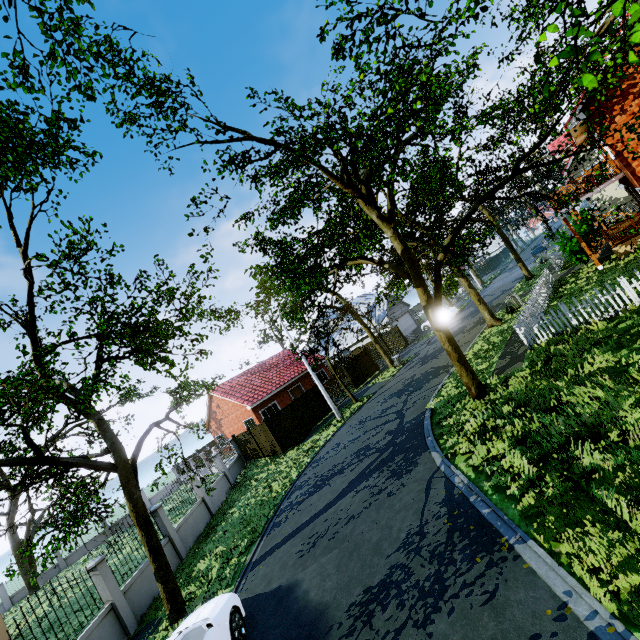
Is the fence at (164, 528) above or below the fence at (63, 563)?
below

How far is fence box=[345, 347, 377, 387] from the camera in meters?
28.2 m

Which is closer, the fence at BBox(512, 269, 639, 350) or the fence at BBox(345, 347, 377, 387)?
the fence at BBox(512, 269, 639, 350)

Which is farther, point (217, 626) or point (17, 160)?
point (17, 160)

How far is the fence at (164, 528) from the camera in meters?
13.9

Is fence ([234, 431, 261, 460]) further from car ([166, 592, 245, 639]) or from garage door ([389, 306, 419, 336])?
garage door ([389, 306, 419, 336])

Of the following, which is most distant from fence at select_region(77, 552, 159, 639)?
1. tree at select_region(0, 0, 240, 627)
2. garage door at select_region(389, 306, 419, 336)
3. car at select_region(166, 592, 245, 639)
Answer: garage door at select_region(389, 306, 419, 336)

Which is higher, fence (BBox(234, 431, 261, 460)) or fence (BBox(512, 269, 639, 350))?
fence (BBox(234, 431, 261, 460))
